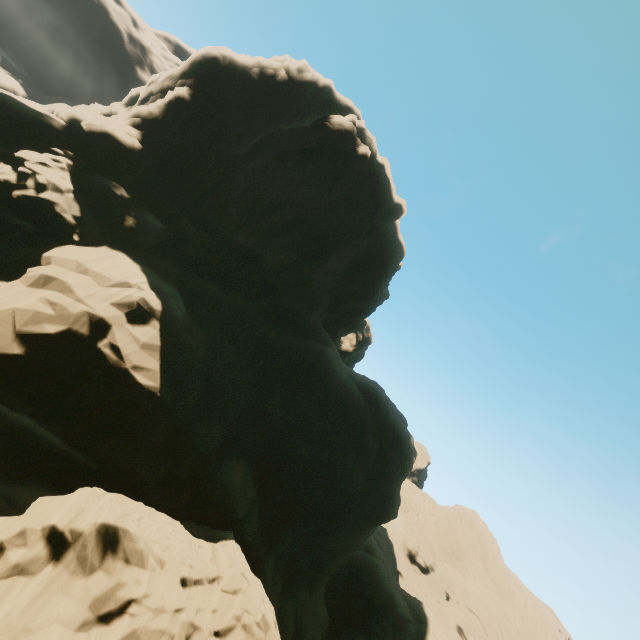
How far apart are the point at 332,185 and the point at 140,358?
21.31m
